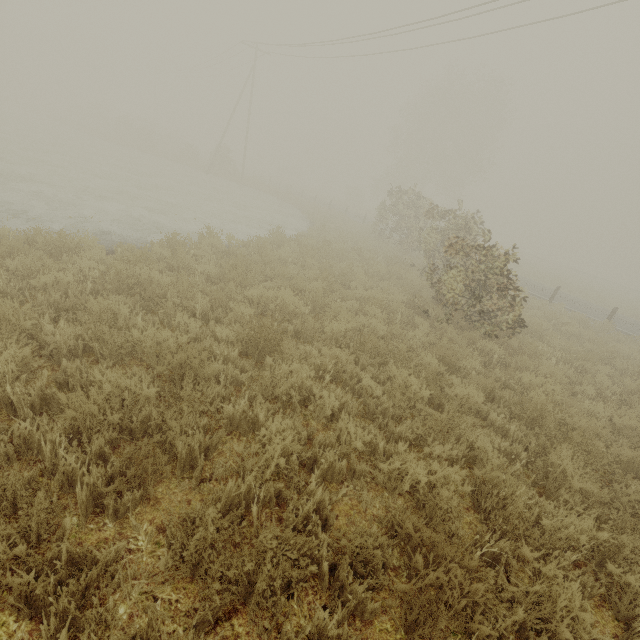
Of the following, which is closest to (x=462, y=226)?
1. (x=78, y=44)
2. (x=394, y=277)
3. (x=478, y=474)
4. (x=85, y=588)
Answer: (x=394, y=277)
